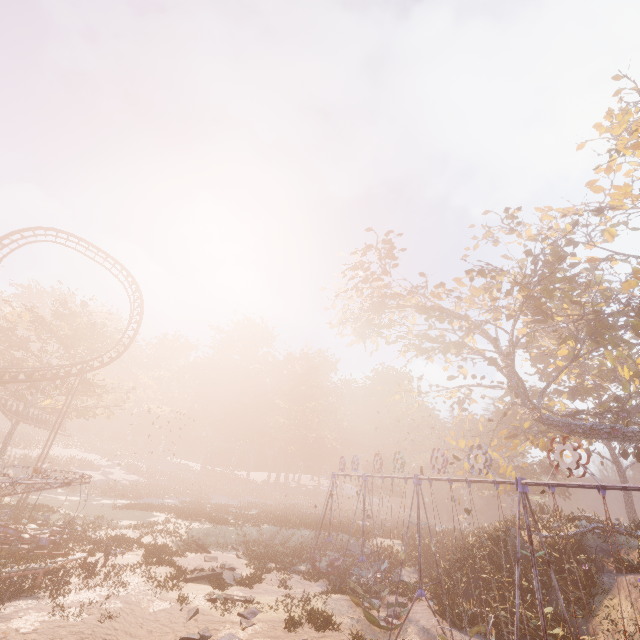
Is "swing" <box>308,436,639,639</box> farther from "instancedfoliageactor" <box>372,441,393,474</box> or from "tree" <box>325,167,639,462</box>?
"instancedfoliageactor" <box>372,441,393,474</box>

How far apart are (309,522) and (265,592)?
16.4m

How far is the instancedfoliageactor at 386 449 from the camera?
47.3m

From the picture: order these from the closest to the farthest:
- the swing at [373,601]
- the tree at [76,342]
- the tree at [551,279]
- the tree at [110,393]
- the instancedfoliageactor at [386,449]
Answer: the swing at [373,601] < the tree at [551,279] < the tree at [76,342] < the tree at [110,393] < the instancedfoliageactor at [386,449]

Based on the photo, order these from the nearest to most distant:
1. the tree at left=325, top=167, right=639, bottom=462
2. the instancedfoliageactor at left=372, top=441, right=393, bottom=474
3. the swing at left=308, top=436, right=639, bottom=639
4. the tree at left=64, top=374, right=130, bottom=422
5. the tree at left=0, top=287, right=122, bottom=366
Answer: the swing at left=308, top=436, right=639, bottom=639 < the tree at left=325, top=167, right=639, bottom=462 < the tree at left=0, top=287, right=122, bottom=366 < the tree at left=64, top=374, right=130, bottom=422 < the instancedfoliageactor at left=372, top=441, right=393, bottom=474

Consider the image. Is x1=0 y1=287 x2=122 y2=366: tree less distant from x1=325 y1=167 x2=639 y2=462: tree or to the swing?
the swing

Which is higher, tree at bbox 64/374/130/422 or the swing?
tree at bbox 64/374/130/422

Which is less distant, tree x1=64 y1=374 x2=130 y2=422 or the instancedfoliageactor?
tree x1=64 y1=374 x2=130 y2=422
